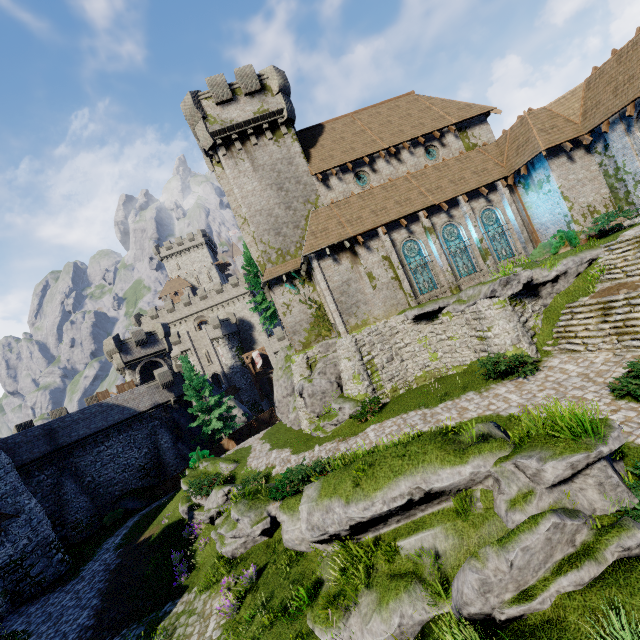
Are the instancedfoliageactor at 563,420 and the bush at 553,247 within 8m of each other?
no

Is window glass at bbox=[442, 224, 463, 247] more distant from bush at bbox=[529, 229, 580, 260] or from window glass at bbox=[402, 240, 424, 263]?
bush at bbox=[529, 229, 580, 260]

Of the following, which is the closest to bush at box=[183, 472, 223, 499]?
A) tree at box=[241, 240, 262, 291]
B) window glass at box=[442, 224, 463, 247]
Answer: tree at box=[241, 240, 262, 291]

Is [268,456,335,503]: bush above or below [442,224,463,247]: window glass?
below

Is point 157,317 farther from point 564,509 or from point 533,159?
point 564,509

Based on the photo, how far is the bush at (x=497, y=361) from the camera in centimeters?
1404cm

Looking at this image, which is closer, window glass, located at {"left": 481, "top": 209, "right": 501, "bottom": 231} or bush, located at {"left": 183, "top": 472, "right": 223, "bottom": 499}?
bush, located at {"left": 183, "top": 472, "right": 223, "bottom": 499}

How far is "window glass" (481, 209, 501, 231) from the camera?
21.9m
